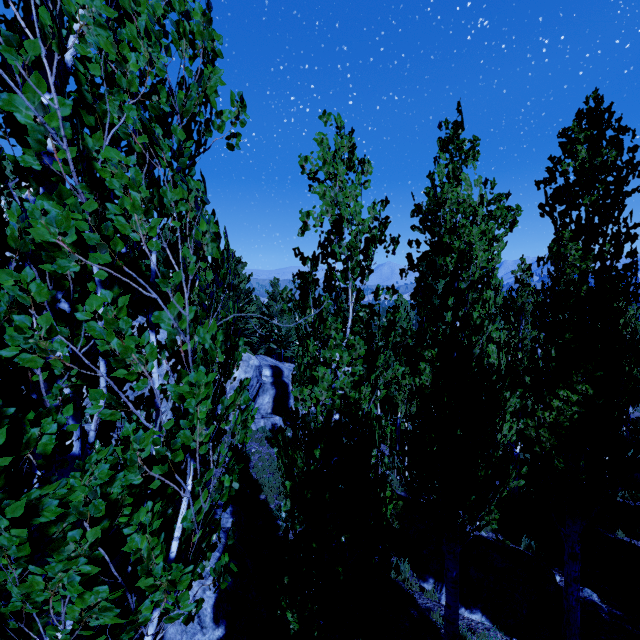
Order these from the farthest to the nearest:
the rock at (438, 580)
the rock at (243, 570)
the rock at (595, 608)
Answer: the rock at (438, 580) → the rock at (595, 608) → the rock at (243, 570)

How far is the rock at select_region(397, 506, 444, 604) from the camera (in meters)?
8.43

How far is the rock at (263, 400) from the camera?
20.03m

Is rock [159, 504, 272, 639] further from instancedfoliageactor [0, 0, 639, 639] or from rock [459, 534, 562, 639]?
rock [459, 534, 562, 639]

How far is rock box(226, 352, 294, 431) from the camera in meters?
20.0

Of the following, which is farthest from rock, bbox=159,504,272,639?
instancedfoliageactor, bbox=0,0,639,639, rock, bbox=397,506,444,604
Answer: rock, bbox=397,506,444,604

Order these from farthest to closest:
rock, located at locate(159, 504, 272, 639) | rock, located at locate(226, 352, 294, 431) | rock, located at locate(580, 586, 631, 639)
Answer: rock, located at locate(226, 352, 294, 431)
rock, located at locate(580, 586, 631, 639)
rock, located at locate(159, 504, 272, 639)

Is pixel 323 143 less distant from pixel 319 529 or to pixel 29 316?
pixel 29 316
